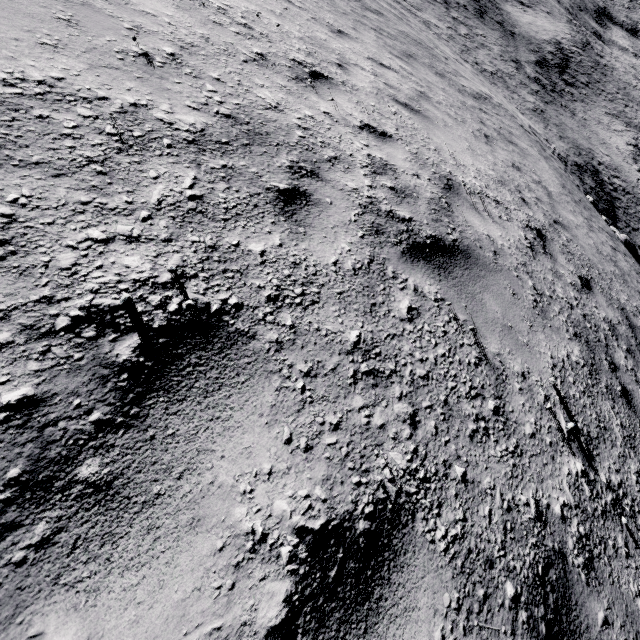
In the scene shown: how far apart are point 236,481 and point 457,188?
4.38m
